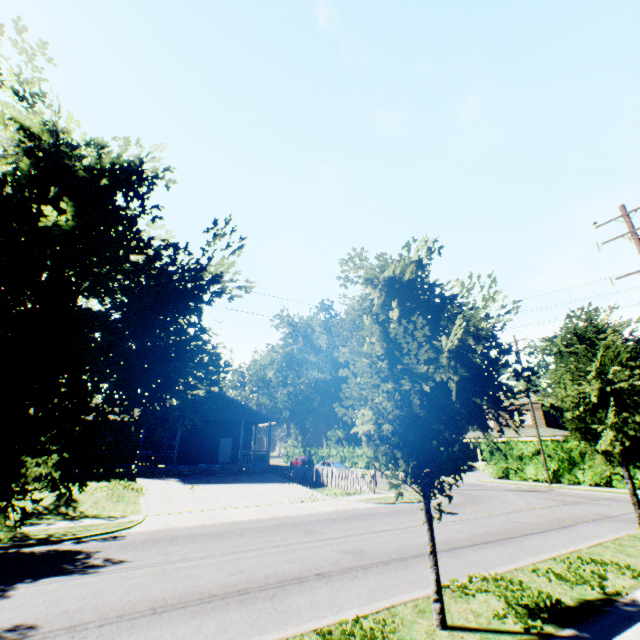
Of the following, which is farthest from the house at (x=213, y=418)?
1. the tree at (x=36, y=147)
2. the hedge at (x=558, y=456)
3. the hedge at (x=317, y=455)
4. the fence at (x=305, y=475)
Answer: the hedge at (x=558, y=456)

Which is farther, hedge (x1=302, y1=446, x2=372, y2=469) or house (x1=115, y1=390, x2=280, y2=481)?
hedge (x1=302, y1=446, x2=372, y2=469)

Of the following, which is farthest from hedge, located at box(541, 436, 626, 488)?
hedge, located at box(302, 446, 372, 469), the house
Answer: the house

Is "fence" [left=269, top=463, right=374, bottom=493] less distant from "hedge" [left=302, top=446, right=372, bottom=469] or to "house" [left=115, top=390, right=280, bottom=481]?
"house" [left=115, top=390, right=280, bottom=481]

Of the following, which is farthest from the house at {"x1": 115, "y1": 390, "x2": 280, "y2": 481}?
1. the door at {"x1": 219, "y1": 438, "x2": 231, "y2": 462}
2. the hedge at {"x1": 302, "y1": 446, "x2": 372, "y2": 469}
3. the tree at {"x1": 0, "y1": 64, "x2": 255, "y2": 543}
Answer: the hedge at {"x1": 302, "y1": 446, "x2": 372, "y2": 469}

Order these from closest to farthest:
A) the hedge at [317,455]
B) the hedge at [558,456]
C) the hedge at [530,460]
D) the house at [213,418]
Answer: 1. the hedge at [558,456]
2. the house at [213,418]
3. the hedge at [530,460]
4. the hedge at [317,455]

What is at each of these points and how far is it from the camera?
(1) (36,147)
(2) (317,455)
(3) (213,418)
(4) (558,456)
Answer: (1) tree, 3.7m
(2) hedge, 57.5m
(3) house, 26.5m
(4) hedge, 25.3m

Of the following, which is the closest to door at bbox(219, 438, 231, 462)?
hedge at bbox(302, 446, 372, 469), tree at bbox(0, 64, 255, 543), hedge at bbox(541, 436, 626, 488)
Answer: hedge at bbox(302, 446, 372, 469)
